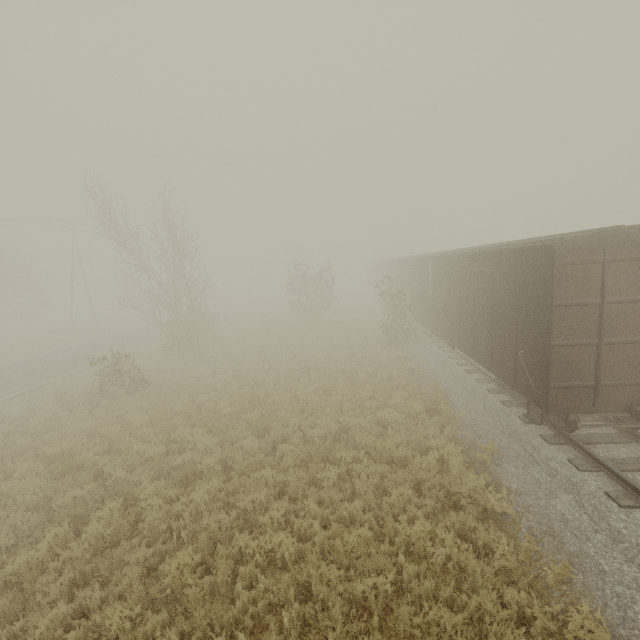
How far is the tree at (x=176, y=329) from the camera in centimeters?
1873cm

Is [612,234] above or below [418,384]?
above

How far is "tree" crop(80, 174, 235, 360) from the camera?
18.73m

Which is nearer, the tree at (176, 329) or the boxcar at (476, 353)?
the boxcar at (476, 353)

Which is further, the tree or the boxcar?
the tree
